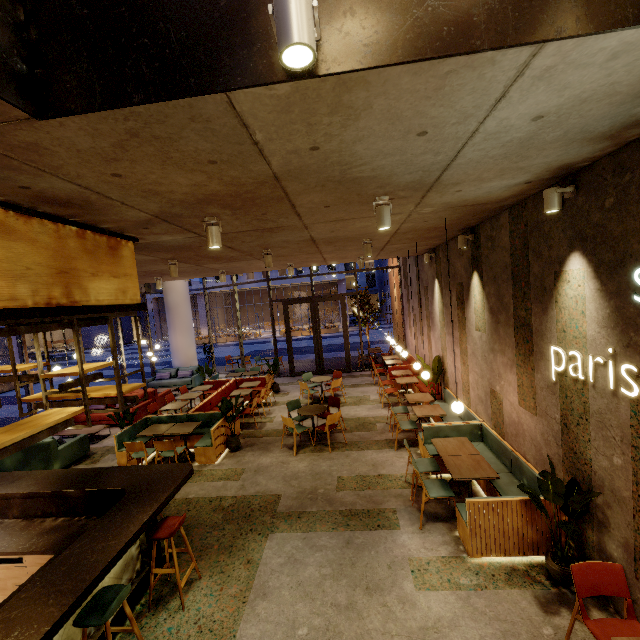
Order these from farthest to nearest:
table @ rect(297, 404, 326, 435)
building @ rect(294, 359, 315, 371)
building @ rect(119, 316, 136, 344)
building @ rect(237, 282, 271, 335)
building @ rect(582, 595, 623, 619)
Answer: building @ rect(119, 316, 136, 344), building @ rect(237, 282, 271, 335), building @ rect(294, 359, 315, 371), table @ rect(297, 404, 326, 435), building @ rect(582, 595, 623, 619)

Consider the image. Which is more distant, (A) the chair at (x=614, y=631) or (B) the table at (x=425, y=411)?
(B) the table at (x=425, y=411)

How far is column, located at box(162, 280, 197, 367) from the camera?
15.6m

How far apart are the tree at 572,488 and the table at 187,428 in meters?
6.4

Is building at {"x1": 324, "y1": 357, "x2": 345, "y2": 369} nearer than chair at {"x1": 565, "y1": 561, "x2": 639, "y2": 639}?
No

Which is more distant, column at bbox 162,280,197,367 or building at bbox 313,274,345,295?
building at bbox 313,274,345,295

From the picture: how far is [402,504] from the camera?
5.3m

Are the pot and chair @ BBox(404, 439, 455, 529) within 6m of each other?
yes
